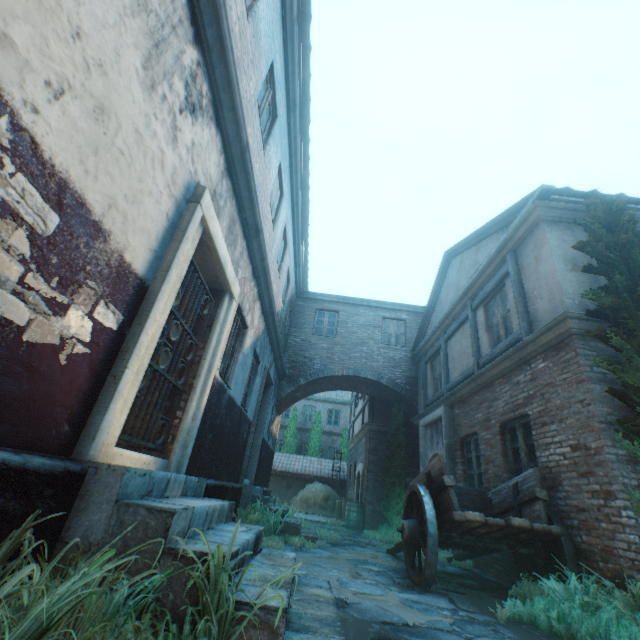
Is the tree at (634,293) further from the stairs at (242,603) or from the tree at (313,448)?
the tree at (313,448)

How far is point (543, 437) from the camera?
5.5m

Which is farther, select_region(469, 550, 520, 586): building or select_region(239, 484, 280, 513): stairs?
select_region(239, 484, 280, 513): stairs

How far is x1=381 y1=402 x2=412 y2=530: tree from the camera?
11.50m

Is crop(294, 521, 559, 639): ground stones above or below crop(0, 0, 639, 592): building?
below

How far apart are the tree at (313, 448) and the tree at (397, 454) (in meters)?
11.59

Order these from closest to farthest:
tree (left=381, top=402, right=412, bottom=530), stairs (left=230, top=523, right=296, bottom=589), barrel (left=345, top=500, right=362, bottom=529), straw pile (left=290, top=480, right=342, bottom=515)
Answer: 1. stairs (left=230, top=523, right=296, bottom=589)
2. tree (left=381, top=402, right=412, bottom=530)
3. barrel (left=345, top=500, right=362, bottom=529)
4. straw pile (left=290, top=480, right=342, bottom=515)

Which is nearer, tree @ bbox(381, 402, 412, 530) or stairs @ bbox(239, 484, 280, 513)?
stairs @ bbox(239, 484, 280, 513)
